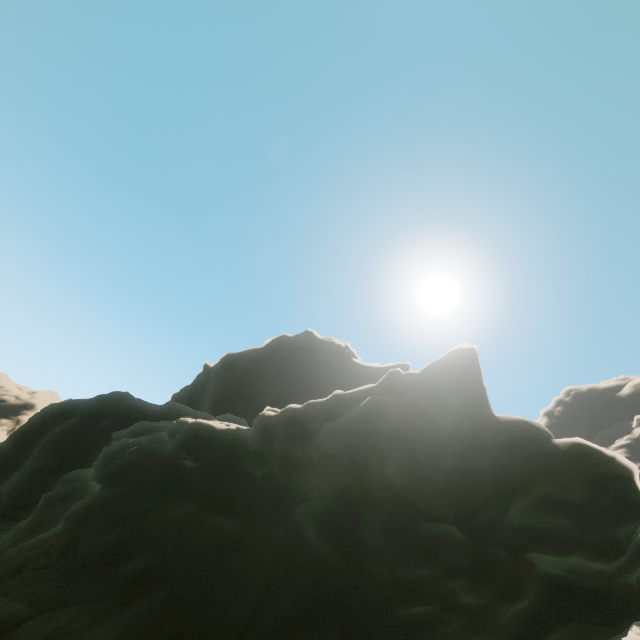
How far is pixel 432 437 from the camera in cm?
1024
